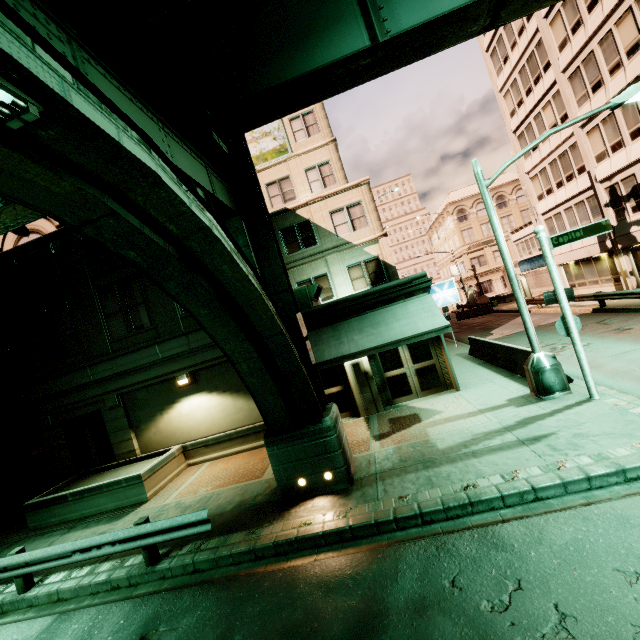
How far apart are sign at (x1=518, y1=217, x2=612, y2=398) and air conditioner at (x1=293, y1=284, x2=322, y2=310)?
7.4m

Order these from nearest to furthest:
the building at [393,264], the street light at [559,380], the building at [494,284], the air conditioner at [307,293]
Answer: the street light at [559,380]
the building at [393,264]
the air conditioner at [307,293]
the building at [494,284]

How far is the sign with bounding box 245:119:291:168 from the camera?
20.9 meters

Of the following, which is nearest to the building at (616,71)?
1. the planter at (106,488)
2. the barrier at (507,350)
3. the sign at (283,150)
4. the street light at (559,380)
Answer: the street light at (559,380)

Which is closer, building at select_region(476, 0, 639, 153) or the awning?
the awning

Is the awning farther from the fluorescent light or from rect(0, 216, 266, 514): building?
the fluorescent light

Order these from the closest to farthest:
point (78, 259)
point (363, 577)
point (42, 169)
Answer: point (42, 169)
point (363, 577)
point (78, 259)

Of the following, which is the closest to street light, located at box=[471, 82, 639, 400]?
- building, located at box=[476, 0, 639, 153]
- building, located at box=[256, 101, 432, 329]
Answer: building, located at box=[256, 101, 432, 329]
